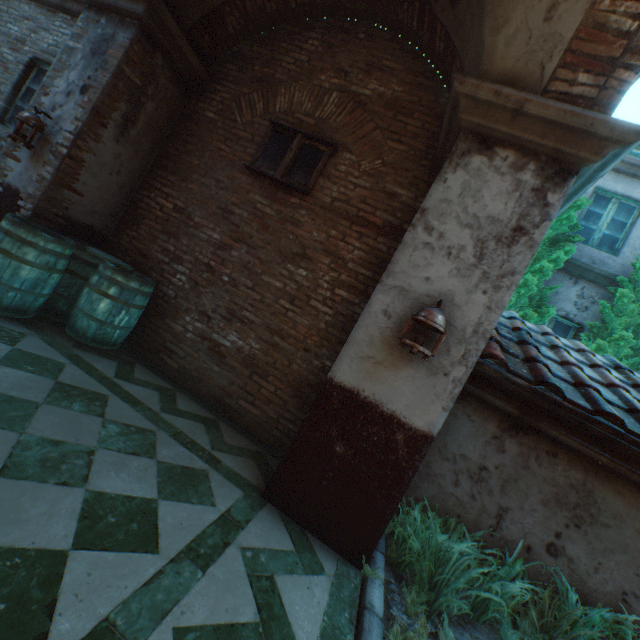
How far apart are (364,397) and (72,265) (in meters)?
3.89

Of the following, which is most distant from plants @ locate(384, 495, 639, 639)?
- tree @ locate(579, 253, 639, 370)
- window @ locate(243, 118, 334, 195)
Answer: tree @ locate(579, 253, 639, 370)

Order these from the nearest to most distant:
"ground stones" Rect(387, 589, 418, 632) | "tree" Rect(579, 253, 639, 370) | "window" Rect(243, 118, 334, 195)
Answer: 1. "ground stones" Rect(387, 589, 418, 632)
2. "window" Rect(243, 118, 334, 195)
3. "tree" Rect(579, 253, 639, 370)

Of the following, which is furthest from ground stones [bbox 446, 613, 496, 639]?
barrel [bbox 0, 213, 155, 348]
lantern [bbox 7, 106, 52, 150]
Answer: lantern [bbox 7, 106, 52, 150]

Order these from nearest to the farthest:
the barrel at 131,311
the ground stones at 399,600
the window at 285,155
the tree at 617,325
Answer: the ground stones at 399,600, the barrel at 131,311, the window at 285,155, the tree at 617,325

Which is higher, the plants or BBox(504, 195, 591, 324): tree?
BBox(504, 195, 591, 324): tree

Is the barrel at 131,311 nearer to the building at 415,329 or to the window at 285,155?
the building at 415,329

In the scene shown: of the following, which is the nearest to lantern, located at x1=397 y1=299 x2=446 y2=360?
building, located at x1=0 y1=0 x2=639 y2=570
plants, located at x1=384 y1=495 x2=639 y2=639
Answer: building, located at x1=0 y1=0 x2=639 y2=570
